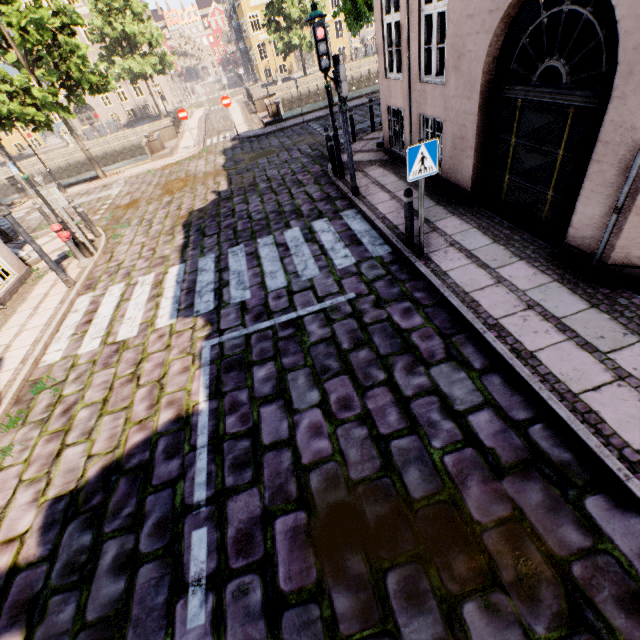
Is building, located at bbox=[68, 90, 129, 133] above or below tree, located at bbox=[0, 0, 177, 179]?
below

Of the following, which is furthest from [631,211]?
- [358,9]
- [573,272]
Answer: [358,9]

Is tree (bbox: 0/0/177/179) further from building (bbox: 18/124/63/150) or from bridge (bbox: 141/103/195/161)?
building (bbox: 18/124/63/150)

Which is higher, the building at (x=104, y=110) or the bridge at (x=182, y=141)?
the building at (x=104, y=110)

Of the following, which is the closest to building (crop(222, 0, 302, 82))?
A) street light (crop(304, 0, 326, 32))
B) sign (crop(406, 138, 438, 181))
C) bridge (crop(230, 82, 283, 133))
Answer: bridge (crop(230, 82, 283, 133))

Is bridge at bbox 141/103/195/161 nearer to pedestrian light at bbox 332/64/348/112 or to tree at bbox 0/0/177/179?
tree at bbox 0/0/177/179

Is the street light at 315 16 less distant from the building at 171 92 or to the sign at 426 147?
the sign at 426 147

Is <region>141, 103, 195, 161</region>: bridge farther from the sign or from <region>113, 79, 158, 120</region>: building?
the sign
